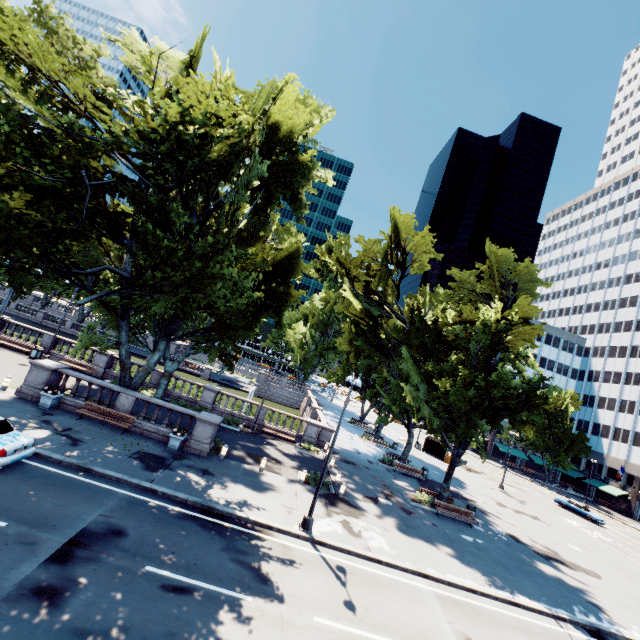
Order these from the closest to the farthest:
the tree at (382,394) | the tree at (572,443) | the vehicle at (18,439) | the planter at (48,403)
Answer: the vehicle at (18,439), the tree at (382,394), the planter at (48,403), the tree at (572,443)

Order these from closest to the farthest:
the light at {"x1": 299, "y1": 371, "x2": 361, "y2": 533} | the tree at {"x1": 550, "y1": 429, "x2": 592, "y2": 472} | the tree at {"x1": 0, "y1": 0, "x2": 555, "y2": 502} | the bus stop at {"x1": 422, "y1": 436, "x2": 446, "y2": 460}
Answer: the tree at {"x1": 0, "y1": 0, "x2": 555, "y2": 502} < the light at {"x1": 299, "y1": 371, "x2": 361, "y2": 533} < the bus stop at {"x1": 422, "y1": 436, "x2": 446, "y2": 460} < the tree at {"x1": 550, "y1": 429, "x2": 592, "y2": 472}

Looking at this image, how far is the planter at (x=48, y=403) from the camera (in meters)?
17.73

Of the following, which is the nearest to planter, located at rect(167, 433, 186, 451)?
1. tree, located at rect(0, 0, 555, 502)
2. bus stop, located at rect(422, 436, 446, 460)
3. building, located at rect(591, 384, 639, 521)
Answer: tree, located at rect(0, 0, 555, 502)

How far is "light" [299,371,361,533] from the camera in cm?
1448

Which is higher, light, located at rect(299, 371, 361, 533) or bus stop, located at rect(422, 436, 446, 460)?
bus stop, located at rect(422, 436, 446, 460)

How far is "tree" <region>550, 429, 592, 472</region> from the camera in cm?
5750

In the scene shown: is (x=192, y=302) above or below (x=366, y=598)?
above
